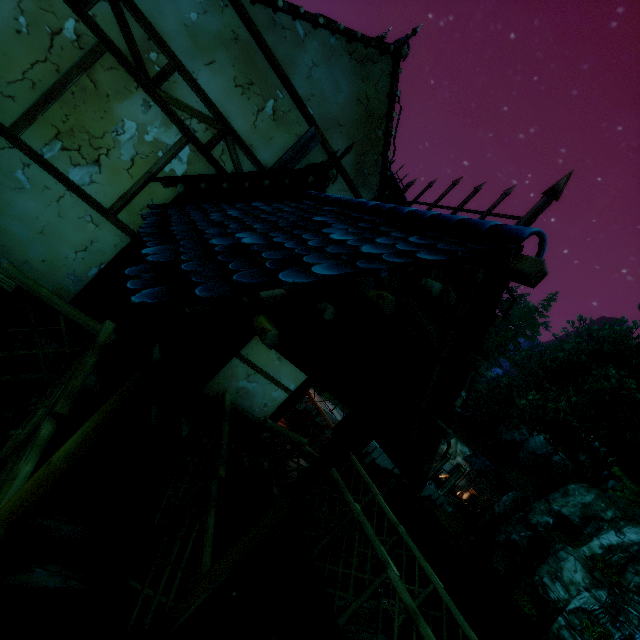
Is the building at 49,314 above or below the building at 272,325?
below

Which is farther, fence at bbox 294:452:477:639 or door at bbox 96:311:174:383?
door at bbox 96:311:174:383

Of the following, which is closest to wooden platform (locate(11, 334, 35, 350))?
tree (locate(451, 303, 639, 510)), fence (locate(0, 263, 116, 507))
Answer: fence (locate(0, 263, 116, 507))

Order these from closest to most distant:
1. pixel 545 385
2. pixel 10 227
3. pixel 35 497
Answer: pixel 35 497 → pixel 10 227 → pixel 545 385

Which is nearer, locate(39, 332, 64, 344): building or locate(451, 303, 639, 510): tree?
locate(39, 332, 64, 344): building

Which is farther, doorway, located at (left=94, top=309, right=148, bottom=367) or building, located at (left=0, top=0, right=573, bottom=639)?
doorway, located at (left=94, top=309, right=148, bottom=367)

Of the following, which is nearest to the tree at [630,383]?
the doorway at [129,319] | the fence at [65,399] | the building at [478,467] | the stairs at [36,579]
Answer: the building at [478,467]
